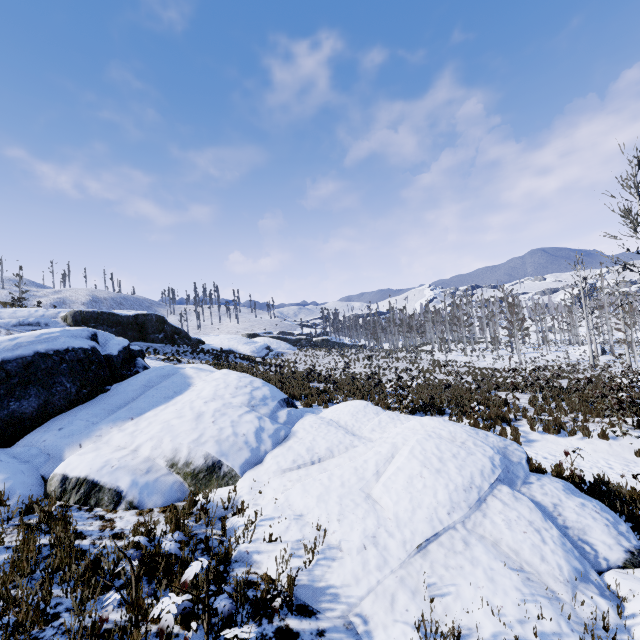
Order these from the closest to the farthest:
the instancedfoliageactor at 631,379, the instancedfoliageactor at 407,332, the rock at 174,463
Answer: the rock at 174,463, the instancedfoliageactor at 631,379, the instancedfoliageactor at 407,332

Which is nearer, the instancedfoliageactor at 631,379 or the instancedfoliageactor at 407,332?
the instancedfoliageactor at 631,379

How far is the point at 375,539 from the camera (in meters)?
4.57

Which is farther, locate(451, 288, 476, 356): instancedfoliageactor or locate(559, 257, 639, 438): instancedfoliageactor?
locate(451, 288, 476, 356): instancedfoliageactor

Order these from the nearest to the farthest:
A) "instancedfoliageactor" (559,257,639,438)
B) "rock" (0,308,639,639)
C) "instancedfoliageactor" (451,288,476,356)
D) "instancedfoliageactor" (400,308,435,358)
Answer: "rock" (0,308,639,639)
"instancedfoliageactor" (559,257,639,438)
"instancedfoliageactor" (400,308,435,358)
"instancedfoliageactor" (451,288,476,356)

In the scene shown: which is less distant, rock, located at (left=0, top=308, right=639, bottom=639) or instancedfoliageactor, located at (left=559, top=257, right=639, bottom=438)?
rock, located at (left=0, top=308, right=639, bottom=639)

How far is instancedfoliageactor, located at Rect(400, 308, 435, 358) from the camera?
41.3 meters
